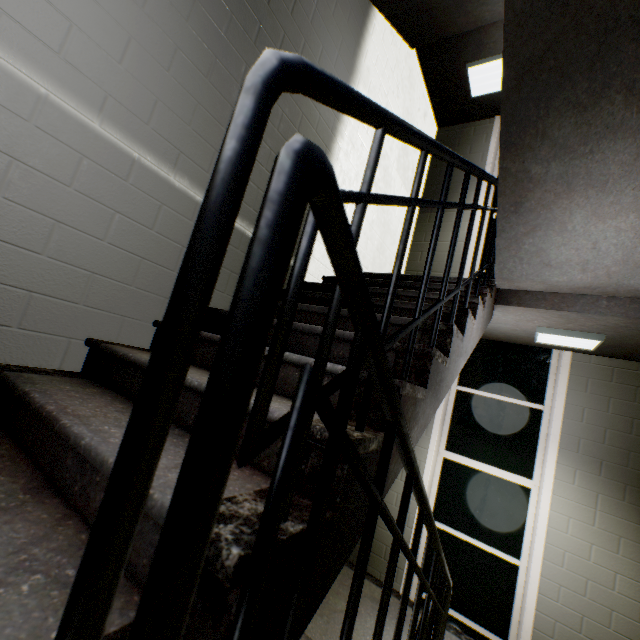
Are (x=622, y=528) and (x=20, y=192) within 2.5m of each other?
no

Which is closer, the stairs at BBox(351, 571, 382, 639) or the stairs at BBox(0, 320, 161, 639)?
the stairs at BBox(0, 320, 161, 639)

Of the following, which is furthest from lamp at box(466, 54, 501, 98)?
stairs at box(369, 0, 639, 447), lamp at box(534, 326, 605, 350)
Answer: lamp at box(534, 326, 605, 350)

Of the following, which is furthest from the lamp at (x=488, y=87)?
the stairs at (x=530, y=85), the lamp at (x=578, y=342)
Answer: the lamp at (x=578, y=342)

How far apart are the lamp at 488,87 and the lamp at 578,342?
3.5 meters

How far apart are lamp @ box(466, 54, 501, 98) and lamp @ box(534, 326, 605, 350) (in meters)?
3.53
